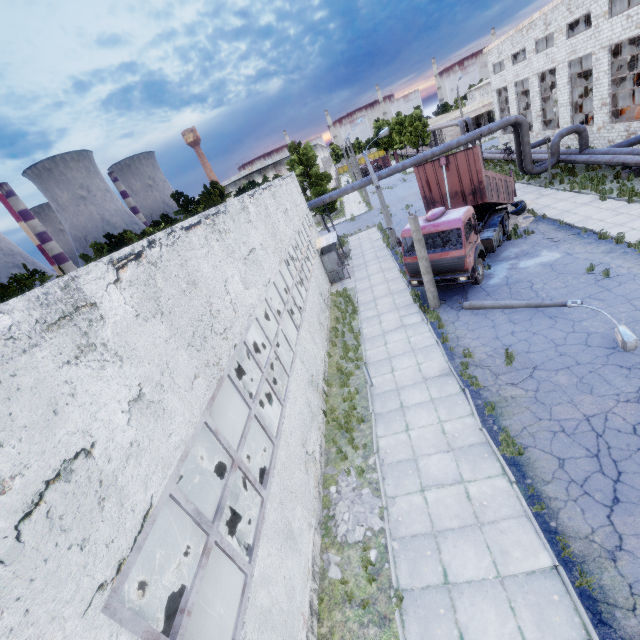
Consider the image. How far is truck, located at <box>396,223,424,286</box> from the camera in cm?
1509

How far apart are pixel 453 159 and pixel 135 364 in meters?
16.2

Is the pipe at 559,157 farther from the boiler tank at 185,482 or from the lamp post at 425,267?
the boiler tank at 185,482

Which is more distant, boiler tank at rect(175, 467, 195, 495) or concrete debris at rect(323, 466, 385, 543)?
boiler tank at rect(175, 467, 195, 495)

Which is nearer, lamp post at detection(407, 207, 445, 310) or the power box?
the power box

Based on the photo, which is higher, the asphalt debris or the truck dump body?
the truck dump body

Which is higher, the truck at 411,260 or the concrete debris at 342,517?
the truck at 411,260

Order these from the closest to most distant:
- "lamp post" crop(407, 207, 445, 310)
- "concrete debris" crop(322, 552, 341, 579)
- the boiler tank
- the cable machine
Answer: "concrete debris" crop(322, 552, 341, 579), the boiler tank, "lamp post" crop(407, 207, 445, 310), the cable machine
